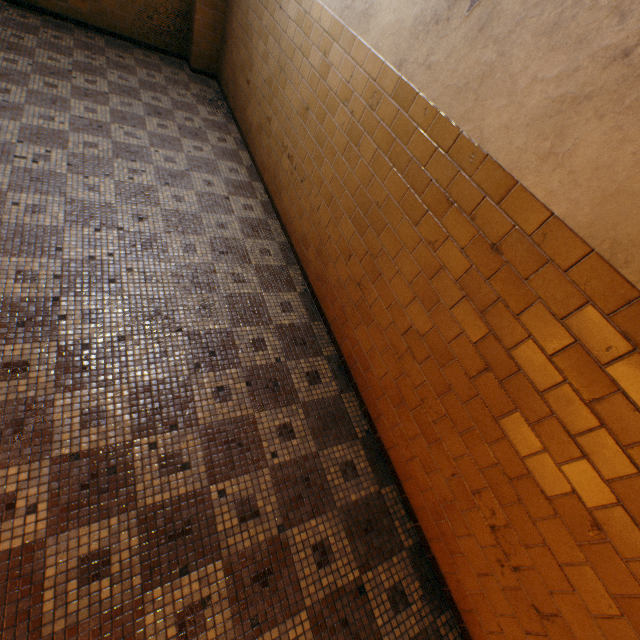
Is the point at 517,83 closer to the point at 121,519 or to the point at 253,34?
the point at 121,519
